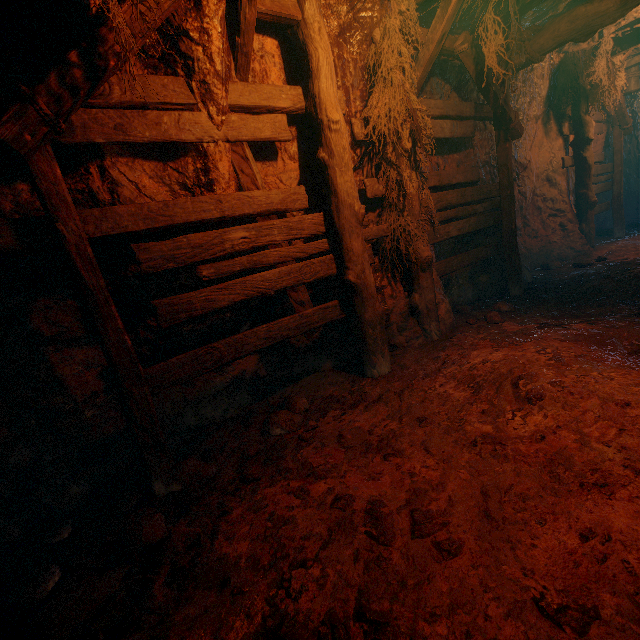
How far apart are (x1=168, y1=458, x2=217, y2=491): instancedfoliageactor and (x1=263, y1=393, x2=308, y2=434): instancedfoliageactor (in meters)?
0.57

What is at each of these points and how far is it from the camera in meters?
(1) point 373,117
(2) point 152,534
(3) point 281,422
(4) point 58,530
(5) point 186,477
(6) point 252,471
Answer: (1) z, 3.8
(2) instancedfoliageactor, 2.1
(3) instancedfoliageactor, 3.3
(4) instancedfoliageactor, 2.5
(5) instancedfoliageactor, 2.7
(6) instancedfoliageactor, 2.6

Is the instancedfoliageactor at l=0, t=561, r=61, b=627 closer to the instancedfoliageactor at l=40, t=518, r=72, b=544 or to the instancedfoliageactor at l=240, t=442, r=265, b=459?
the instancedfoliageactor at l=40, t=518, r=72, b=544

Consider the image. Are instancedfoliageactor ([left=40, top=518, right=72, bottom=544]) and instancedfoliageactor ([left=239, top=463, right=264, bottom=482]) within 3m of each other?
yes

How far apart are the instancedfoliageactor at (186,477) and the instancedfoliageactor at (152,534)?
0.42m

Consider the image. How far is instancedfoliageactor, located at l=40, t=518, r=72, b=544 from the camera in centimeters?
244cm

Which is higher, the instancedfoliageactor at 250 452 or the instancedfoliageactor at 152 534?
the instancedfoliageactor at 152 534

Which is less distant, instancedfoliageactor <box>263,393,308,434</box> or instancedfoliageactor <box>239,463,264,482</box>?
instancedfoliageactor <box>239,463,264,482</box>
